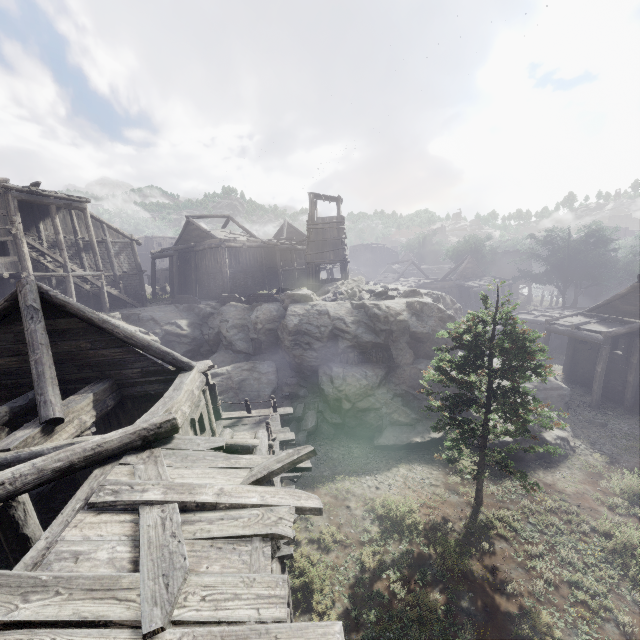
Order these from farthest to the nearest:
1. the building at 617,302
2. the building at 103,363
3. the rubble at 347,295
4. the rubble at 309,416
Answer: the rubble at 347,295, the building at 617,302, the rubble at 309,416, the building at 103,363

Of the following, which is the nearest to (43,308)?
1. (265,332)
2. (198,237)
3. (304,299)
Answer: (265,332)

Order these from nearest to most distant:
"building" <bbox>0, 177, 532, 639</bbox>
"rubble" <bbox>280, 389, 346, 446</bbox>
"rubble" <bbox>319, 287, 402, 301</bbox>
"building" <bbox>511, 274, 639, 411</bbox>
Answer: "building" <bbox>0, 177, 532, 639</bbox> < "rubble" <bbox>280, 389, 346, 446</bbox> < "building" <bbox>511, 274, 639, 411</bbox> < "rubble" <bbox>319, 287, 402, 301</bbox>

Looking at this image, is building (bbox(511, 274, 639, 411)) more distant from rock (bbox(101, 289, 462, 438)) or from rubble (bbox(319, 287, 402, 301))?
rubble (bbox(319, 287, 402, 301))

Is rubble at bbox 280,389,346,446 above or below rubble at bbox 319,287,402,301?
below

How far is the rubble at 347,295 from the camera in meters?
21.7

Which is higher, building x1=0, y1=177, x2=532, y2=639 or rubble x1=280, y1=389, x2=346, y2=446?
building x1=0, y1=177, x2=532, y2=639

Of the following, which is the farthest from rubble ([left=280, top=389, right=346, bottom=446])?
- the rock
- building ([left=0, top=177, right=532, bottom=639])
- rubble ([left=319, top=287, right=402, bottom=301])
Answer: rubble ([left=319, top=287, right=402, bottom=301])
